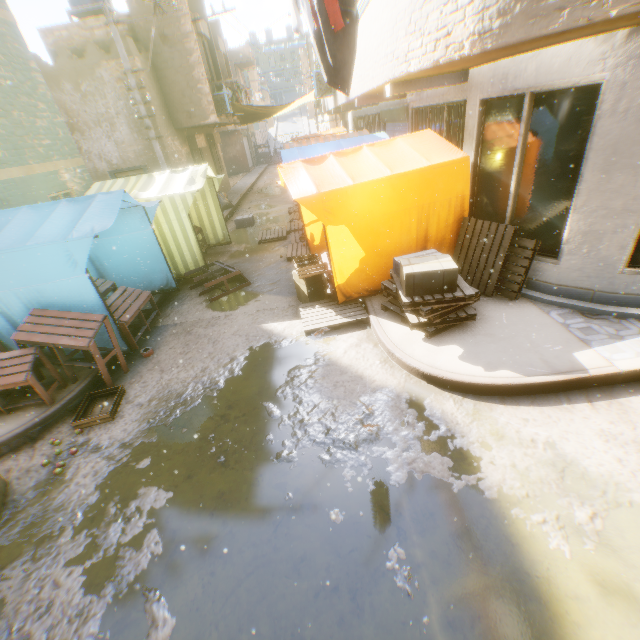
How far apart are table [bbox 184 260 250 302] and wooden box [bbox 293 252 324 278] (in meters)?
1.77

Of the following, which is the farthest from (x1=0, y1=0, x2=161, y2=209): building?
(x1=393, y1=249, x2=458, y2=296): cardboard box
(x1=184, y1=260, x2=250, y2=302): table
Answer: (x1=184, y1=260, x2=250, y2=302): table

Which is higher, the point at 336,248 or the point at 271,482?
the point at 336,248

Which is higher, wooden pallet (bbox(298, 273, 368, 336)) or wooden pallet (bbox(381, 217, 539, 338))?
wooden pallet (bbox(381, 217, 539, 338))

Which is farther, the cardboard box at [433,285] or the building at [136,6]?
the building at [136,6]

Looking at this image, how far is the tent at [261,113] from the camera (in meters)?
16.83

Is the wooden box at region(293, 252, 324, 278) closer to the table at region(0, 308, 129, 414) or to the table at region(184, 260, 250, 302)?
the table at region(184, 260, 250, 302)

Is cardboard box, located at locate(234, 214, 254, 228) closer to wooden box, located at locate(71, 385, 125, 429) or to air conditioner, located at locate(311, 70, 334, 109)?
air conditioner, located at locate(311, 70, 334, 109)
